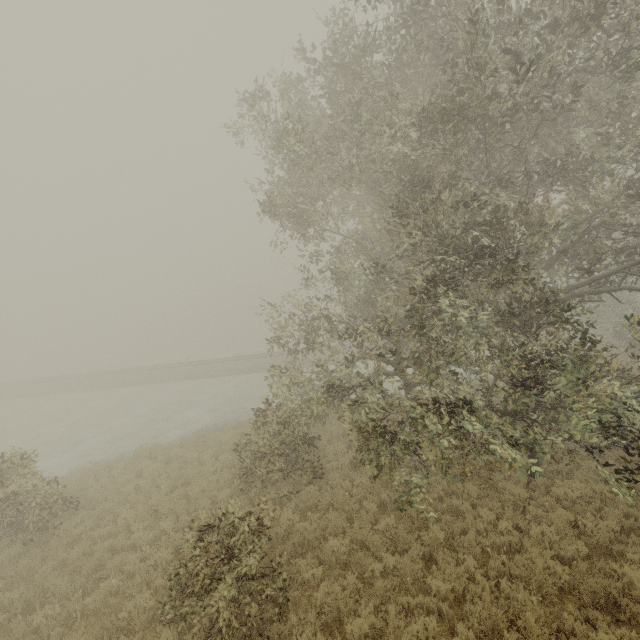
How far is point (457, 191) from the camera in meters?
6.8 m
